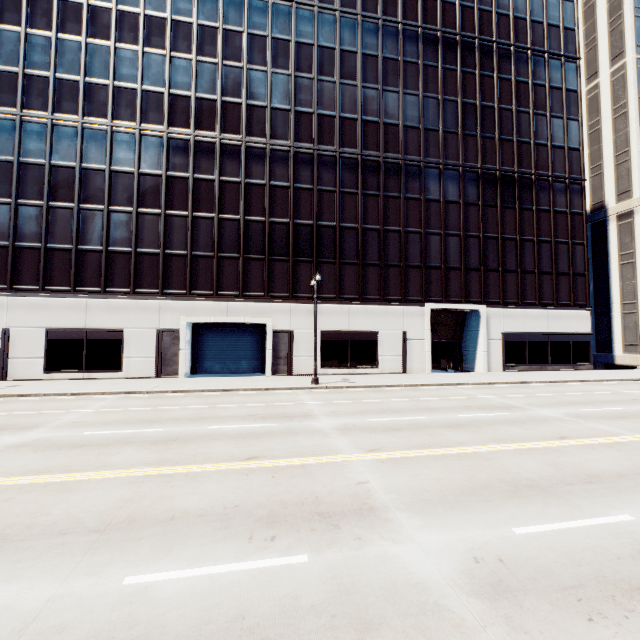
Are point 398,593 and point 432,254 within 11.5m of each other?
no
